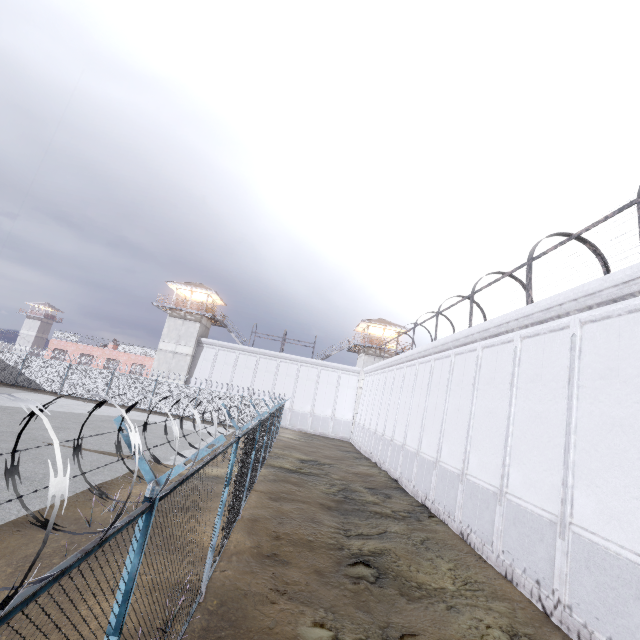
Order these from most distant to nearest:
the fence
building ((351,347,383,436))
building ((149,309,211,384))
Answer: building ((351,347,383,436)) < building ((149,309,211,384)) < the fence

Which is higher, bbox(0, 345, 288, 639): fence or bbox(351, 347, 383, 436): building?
bbox(351, 347, 383, 436): building

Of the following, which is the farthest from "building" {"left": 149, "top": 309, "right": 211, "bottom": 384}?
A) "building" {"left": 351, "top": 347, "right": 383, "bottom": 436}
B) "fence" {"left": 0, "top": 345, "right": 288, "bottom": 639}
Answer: "building" {"left": 351, "top": 347, "right": 383, "bottom": 436}

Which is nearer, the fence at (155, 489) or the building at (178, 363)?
the fence at (155, 489)

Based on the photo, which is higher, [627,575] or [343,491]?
[627,575]

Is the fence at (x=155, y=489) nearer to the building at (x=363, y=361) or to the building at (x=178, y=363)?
the building at (x=178, y=363)
